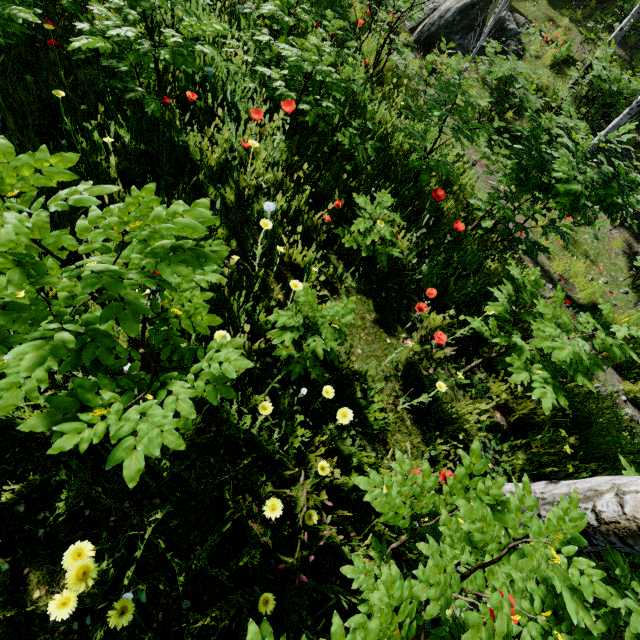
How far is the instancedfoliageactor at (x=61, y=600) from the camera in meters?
1.0 m

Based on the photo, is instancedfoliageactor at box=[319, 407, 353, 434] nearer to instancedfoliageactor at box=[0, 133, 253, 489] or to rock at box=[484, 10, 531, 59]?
instancedfoliageactor at box=[0, 133, 253, 489]

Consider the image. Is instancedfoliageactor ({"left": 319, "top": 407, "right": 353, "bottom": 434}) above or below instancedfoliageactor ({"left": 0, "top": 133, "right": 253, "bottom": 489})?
below

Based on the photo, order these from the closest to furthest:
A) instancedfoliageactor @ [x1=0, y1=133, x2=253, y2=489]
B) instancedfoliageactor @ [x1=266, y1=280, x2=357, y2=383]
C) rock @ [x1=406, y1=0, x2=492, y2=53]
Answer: instancedfoliageactor @ [x1=0, y1=133, x2=253, y2=489]
instancedfoliageactor @ [x1=266, y1=280, x2=357, y2=383]
rock @ [x1=406, y1=0, x2=492, y2=53]

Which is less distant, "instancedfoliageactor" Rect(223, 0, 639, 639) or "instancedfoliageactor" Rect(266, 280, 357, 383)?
"instancedfoliageactor" Rect(223, 0, 639, 639)

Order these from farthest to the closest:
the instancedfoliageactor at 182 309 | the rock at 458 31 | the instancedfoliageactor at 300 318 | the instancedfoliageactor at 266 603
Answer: the rock at 458 31, the instancedfoliageactor at 300 318, the instancedfoliageactor at 266 603, the instancedfoliageactor at 182 309

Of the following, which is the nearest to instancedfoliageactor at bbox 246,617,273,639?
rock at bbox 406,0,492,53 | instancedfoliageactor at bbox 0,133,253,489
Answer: instancedfoliageactor at bbox 0,133,253,489

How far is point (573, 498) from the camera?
1.06m
